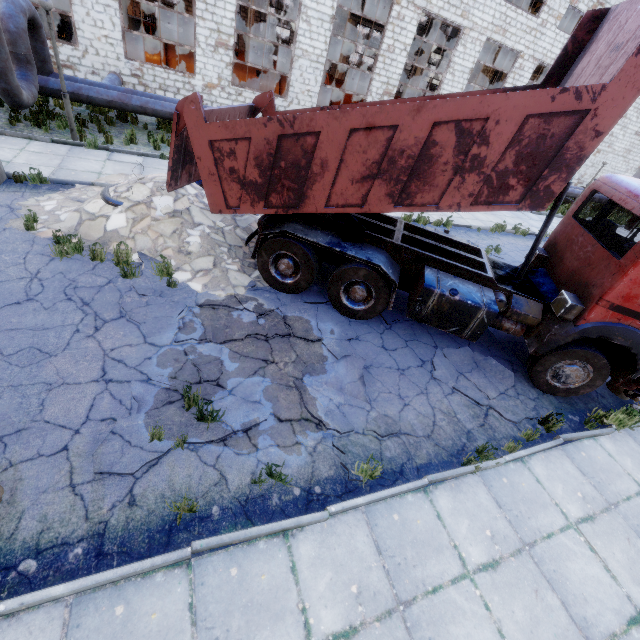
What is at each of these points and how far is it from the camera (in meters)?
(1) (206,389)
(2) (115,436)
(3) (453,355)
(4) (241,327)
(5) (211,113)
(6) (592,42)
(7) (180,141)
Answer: (1) asphalt debris, 4.72
(2) asphalt debris, 3.88
(3) asphalt debris, 6.77
(4) asphalt debris, 5.82
(5) truck dump back, 6.09
(6) truck dump body, 5.40
(7) truck dump back, 5.66

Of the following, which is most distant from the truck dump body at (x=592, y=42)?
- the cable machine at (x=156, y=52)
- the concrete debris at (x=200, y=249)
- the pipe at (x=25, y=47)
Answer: the cable machine at (x=156, y=52)

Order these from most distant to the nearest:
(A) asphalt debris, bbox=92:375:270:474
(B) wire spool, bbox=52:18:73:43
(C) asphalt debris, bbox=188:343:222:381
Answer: (B) wire spool, bbox=52:18:73:43 → (C) asphalt debris, bbox=188:343:222:381 → (A) asphalt debris, bbox=92:375:270:474

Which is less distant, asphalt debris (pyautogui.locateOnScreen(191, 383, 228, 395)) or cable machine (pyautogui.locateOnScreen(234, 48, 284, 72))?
asphalt debris (pyautogui.locateOnScreen(191, 383, 228, 395))

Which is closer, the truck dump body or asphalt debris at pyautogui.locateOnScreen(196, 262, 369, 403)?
the truck dump body

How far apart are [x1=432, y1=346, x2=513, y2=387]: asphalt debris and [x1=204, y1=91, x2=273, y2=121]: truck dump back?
6.1 meters

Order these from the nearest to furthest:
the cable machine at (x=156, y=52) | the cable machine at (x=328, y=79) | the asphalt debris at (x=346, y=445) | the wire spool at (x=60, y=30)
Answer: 1. the asphalt debris at (x=346, y=445)
2. the cable machine at (x=156, y=52)
3. the wire spool at (x=60, y=30)
4. the cable machine at (x=328, y=79)
